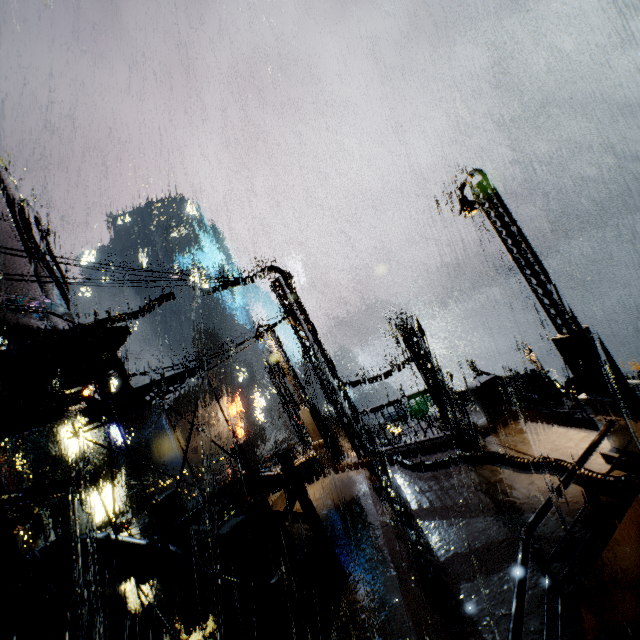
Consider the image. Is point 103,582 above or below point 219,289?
below

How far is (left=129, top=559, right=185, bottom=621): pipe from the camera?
8.83m

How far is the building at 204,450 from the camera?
37.8 meters

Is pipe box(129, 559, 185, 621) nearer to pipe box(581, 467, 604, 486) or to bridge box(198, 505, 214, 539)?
bridge box(198, 505, 214, 539)

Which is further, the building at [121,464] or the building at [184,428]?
the building at [184,428]

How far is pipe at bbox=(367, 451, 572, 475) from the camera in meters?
7.9

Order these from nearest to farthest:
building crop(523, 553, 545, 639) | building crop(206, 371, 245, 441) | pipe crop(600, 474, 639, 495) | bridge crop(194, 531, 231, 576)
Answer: building crop(523, 553, 545, 639), pipe crop(600, 474, 639, 495), bridge crop(194, 531, 231, 576), building crop(206, 371, 245, 441)

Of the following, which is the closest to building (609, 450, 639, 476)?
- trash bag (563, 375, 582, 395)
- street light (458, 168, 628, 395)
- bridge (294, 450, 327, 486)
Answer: bridge (294, 450, 327, 486)
